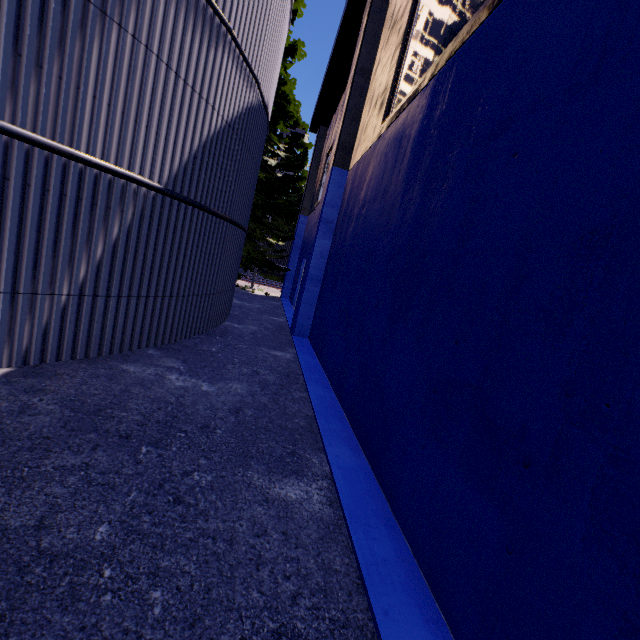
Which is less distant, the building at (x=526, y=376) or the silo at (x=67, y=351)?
the building at (x=526, y=376)

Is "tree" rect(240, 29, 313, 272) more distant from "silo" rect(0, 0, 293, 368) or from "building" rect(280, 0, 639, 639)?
"building" rect(280, 0, 639, 639)

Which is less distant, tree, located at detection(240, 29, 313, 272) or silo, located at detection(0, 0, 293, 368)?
silo, located at detection(0, 0, 293, 368)

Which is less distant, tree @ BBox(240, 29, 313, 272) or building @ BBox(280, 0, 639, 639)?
building @ BBox(280, 0, 639, 639)

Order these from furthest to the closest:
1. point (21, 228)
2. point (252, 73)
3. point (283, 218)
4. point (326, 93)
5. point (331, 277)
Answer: point (283, 218) → point (326, 93) → point (331, 277) → point (252, 73) → point (21, 228)

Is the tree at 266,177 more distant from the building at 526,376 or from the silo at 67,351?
the building at 526,376

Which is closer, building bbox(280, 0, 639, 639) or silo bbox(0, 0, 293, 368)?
building bbox(280, 0, 639, 639)

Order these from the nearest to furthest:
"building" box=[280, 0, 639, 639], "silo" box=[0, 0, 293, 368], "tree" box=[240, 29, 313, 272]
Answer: "building" box=[280, 0, 639, 639], "silo" box=[0, 0, 293, 368], "tree" box=[240, 29, 313, 272]
